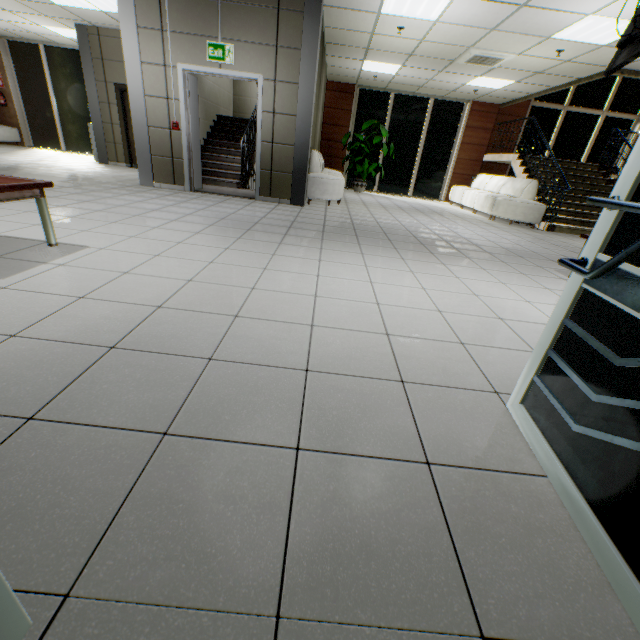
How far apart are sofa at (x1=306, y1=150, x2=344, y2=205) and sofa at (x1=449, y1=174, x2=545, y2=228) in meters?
4.0

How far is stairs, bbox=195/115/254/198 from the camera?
7.8m

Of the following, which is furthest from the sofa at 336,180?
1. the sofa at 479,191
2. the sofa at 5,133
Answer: the sofa at 5,133

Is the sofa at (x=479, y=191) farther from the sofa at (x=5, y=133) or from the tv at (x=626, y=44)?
the sofa at (x=5, y=133)

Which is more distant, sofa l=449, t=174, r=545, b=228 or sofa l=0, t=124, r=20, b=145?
sofa l=0, t=124, r=20, b=145

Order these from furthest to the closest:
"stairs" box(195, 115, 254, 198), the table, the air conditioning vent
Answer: "stairs" box(195, 115, 254, 198) < the air conditioning vent < the table

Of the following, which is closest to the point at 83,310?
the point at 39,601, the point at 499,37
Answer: the point at 39,601

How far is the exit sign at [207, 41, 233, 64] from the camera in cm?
562
